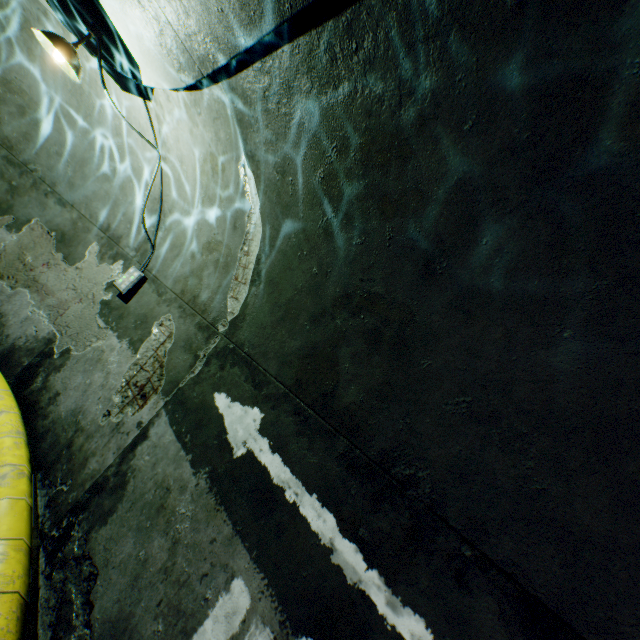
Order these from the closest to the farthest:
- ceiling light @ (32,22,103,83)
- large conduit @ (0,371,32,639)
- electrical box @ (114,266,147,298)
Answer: large conduit @ (0,371,32,639), ceiling light @ (32,22,103,83), electrical box @ (114,266,147,298)

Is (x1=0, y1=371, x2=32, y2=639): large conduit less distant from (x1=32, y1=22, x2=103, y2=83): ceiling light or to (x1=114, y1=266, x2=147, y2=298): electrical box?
(x1=114, y1=266, x2=147, y2=298): electrical box

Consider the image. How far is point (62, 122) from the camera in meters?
4.9

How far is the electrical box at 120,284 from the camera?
4.6 meters

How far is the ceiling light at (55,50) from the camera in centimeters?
304cm

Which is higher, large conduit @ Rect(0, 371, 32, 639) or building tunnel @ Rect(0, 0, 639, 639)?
building tunnel @ Rect(0, 0, 639, 639)

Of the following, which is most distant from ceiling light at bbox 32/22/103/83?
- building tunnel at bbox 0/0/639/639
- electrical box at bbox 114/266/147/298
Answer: electrical box at bbox 114/266/147/298

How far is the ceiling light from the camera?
3.0 meters
